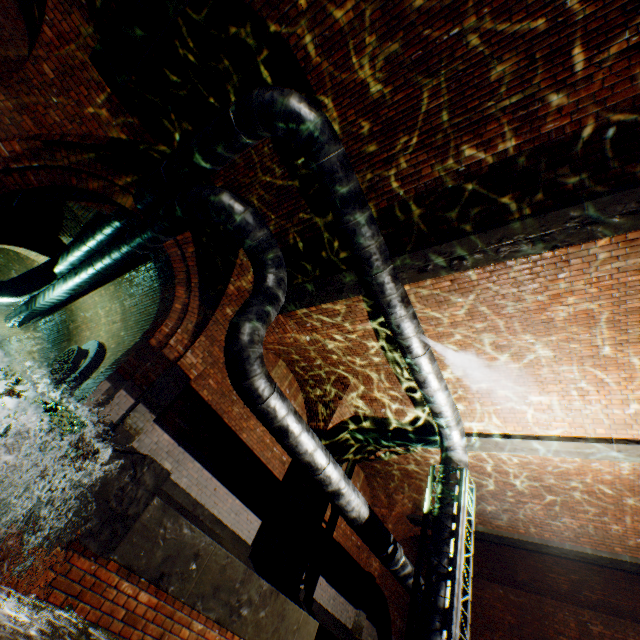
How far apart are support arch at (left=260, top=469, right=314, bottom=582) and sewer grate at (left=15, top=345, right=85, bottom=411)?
6.6 meters

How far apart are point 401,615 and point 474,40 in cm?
1731

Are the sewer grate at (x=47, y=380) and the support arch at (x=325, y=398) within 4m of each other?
no

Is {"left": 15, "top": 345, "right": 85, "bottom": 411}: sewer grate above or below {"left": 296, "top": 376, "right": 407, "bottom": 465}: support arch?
below

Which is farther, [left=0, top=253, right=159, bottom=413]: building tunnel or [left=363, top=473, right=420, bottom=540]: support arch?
[left=363, top=473, right=420, bottom=540]: support arch

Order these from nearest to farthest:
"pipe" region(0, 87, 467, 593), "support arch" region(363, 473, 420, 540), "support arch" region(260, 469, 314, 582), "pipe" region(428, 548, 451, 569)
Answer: "pipe" region(0, 87, 467, 593)
"pipe" region(428, 548, 451, 569)
"support arch" region(260, 469, 314, 582)
"support arch" region(363, 473, 420, 540)

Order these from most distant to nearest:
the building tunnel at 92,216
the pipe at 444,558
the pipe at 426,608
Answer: the building tunnel at 92,216 → the pipe at 444,558 → the pipe at 426,608

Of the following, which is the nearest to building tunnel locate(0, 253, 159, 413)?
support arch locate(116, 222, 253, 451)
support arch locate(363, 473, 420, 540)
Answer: support arch locate(116, 222, 253, 451)
